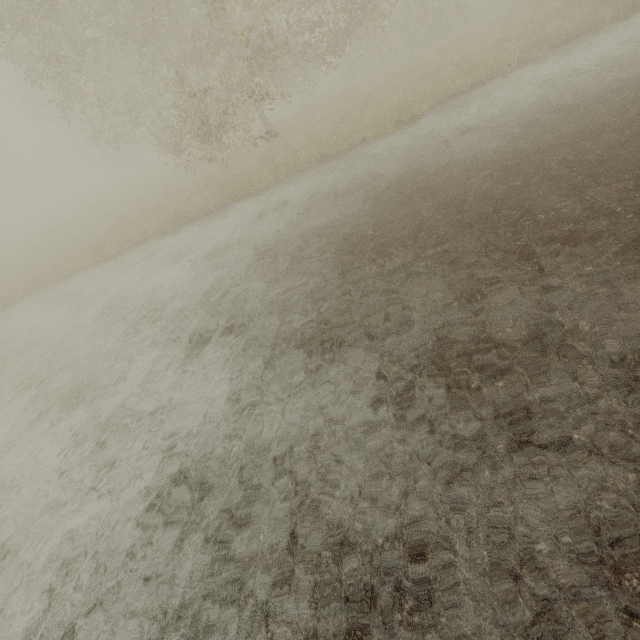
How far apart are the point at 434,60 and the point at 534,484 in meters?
14.8
